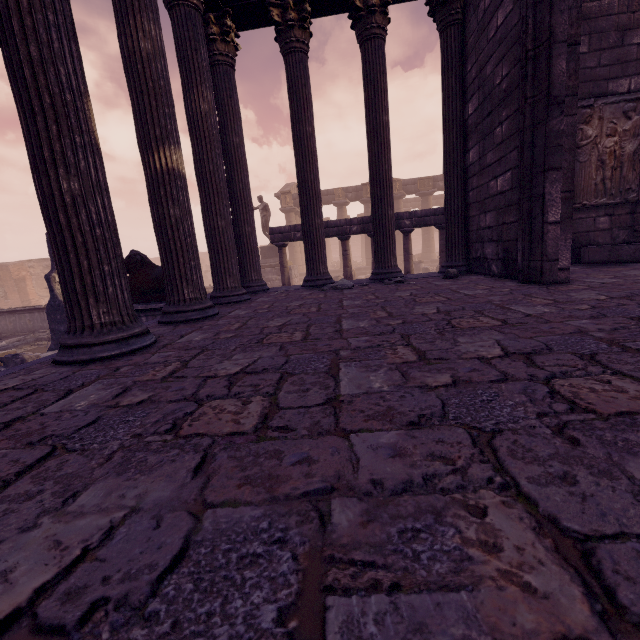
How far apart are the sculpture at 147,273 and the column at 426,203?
22.64m

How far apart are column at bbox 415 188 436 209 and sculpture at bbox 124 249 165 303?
22.6m

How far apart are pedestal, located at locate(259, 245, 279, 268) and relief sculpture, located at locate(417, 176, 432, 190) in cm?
1261

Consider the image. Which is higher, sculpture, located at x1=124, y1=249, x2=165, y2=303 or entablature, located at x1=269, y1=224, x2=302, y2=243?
entablature, located at x1=269, y1=224, x2=302, y2=243

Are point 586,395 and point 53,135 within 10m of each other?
yes

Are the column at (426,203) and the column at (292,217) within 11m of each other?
yes

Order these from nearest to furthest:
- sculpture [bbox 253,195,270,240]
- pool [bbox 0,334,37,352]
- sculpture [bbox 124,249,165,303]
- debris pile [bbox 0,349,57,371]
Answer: sculpture [bbox 124,249,165,303] → debris pile [bbox 0,349,57,371] → pool [bbox 0,334,37,352] → sculpture [bbox 253,195,270,240]

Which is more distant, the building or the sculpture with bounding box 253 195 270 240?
the sculpture with bounding box 253 195 270 240
